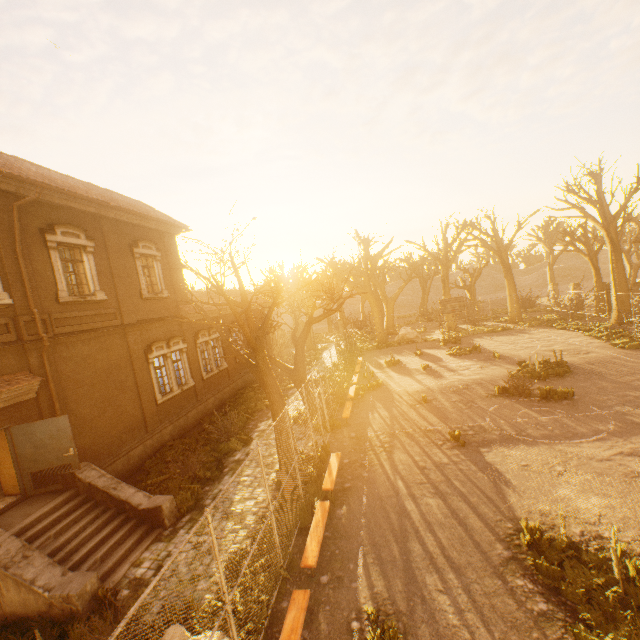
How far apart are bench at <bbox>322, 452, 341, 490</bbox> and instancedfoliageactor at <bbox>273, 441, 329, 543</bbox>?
0.66m

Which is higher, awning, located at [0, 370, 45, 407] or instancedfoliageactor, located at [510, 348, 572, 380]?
awning, located at [0, 370, 45, 407]

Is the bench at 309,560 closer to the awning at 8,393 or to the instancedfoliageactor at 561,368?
the awning at 8,393

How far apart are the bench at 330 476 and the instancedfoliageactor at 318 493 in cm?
66

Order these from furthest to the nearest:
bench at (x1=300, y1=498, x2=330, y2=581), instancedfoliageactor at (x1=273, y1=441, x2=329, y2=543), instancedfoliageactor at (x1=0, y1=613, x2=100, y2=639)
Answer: instancedfoliageactor at (x1=273, y1=441, x2=329, y2=543) → bench at (x1=300, y1=498, x2=330, y2=581) → instancedfoliageactor at (x1=0, y1=613, x2=100, y2=639)

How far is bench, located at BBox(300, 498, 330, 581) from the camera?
6.6 meters

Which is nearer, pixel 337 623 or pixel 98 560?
pixel 337 623

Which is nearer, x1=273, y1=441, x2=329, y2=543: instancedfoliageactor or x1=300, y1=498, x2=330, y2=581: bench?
x1=300, y1=498, x2=330, y2=581: bench
